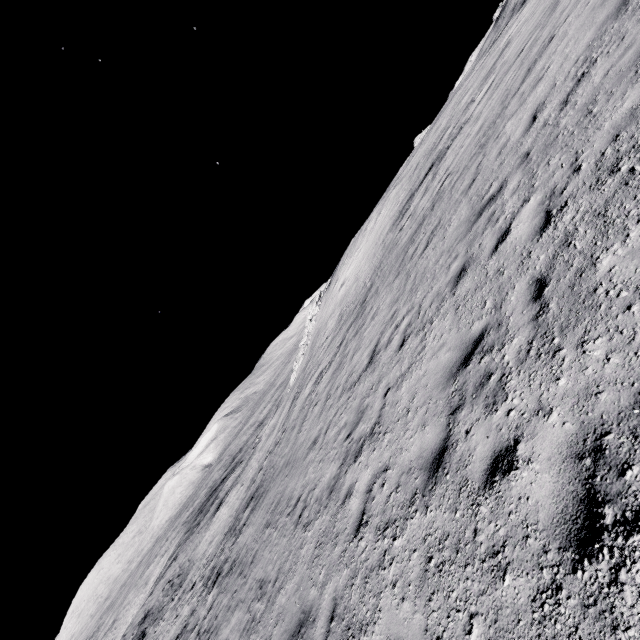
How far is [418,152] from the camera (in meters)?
24.00
